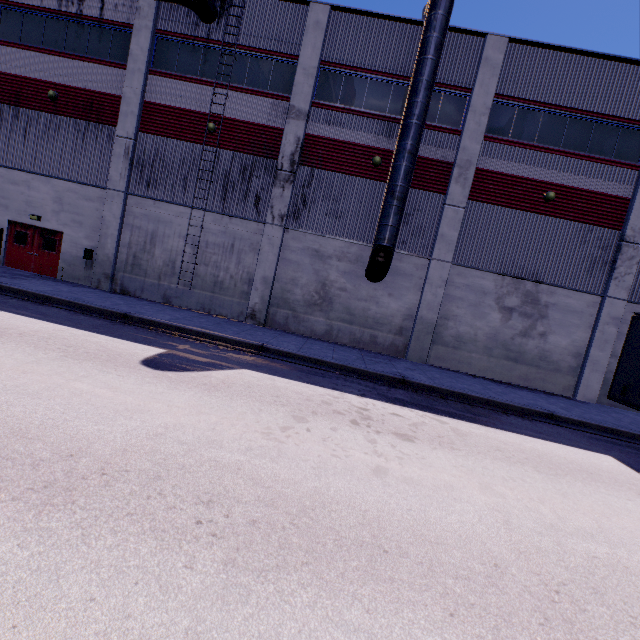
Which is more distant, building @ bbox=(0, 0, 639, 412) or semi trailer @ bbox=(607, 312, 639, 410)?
building @ bbox=(0, 0, 639, 412)

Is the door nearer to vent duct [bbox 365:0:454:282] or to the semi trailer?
vent duct [bbox 365:0:454:282]

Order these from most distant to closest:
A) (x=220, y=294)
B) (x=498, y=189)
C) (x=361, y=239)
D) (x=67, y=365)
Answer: (x=220, y=294), (x=361, y=239), (x=498, y=189), (x=67, y=365)

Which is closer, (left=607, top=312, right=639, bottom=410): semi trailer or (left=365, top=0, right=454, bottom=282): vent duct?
(left=607, top=312, right=639, bottom=410): semi trailer

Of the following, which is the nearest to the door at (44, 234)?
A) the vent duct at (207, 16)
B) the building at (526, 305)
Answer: the building at (526, 305)

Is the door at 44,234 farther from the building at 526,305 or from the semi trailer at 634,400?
the semi trailer at 634,400

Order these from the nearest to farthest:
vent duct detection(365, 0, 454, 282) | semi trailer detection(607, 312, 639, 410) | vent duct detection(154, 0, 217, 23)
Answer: semi trailer detection(607, 312, 639, 410) < vent duct detection(365, 0, 454, 282) < vent duct detection(154, 0, 217, 23)

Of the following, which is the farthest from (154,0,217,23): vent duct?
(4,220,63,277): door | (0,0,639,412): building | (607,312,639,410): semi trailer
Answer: (4,220,63,277): door
